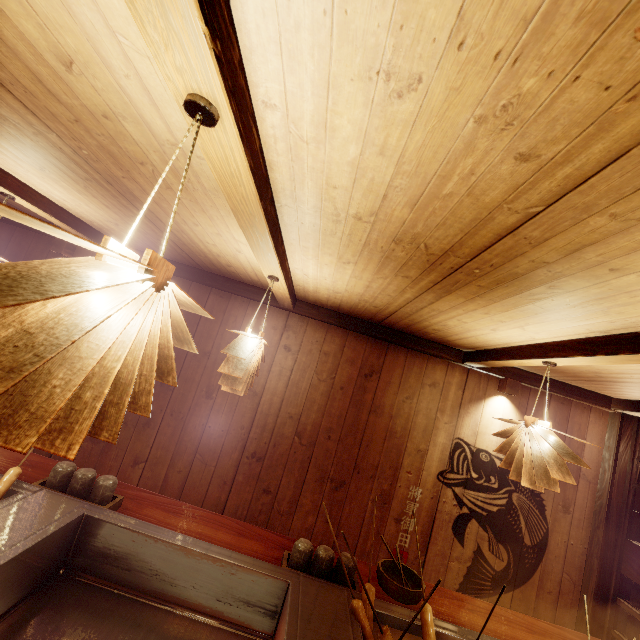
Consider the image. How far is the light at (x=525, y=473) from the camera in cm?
331

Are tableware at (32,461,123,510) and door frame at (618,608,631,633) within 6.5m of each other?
no

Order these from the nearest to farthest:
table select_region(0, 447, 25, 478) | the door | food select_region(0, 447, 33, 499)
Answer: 1. food select_region(0, 447, 33, 499)
2. table select_region(0, 447, 25, 478)
3. the door

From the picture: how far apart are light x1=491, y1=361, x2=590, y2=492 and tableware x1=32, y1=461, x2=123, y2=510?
4.43m

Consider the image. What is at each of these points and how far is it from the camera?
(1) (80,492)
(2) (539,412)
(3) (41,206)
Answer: (1) tableware, 3.3 meters
(2) building, 6.1 meters
(3) wood bar, 4.5 meters

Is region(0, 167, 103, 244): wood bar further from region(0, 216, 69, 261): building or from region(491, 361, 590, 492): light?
region(491, 361, 590, 492): light

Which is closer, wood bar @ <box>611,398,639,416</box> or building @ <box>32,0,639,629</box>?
building @ <box>32,0,639,629</box>

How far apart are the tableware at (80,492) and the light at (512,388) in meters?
6.1 m
